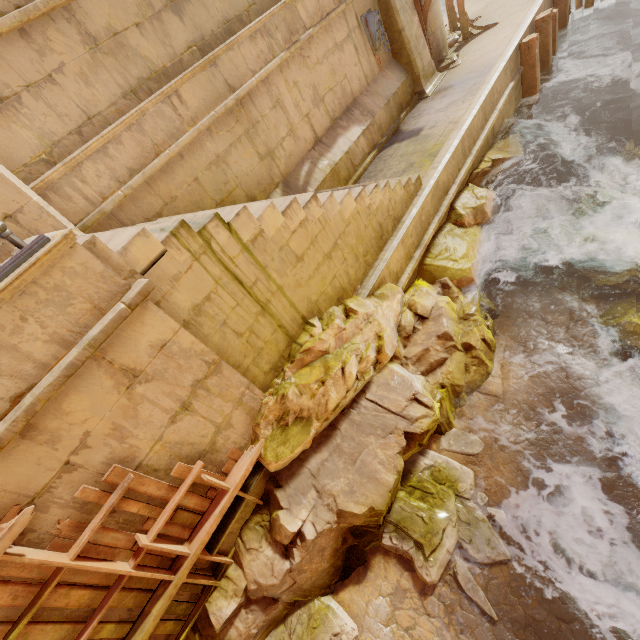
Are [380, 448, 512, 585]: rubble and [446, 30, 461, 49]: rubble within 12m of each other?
no

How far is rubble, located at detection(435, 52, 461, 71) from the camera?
10.4 meters

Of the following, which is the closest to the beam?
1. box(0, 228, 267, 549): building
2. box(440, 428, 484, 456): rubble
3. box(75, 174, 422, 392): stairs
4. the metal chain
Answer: the metal chain

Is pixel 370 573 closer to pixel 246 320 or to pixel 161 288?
pixel 246 320

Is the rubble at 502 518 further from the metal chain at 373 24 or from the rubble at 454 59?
the rubble at 454 59

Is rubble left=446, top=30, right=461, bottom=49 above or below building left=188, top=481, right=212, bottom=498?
below

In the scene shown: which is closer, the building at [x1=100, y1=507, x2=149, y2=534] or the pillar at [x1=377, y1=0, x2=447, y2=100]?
the building at [x1=100, y1=507, x2=149, y2=534]

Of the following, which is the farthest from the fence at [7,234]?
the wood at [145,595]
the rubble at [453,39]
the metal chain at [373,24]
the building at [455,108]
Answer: the rubble at [453,39]
